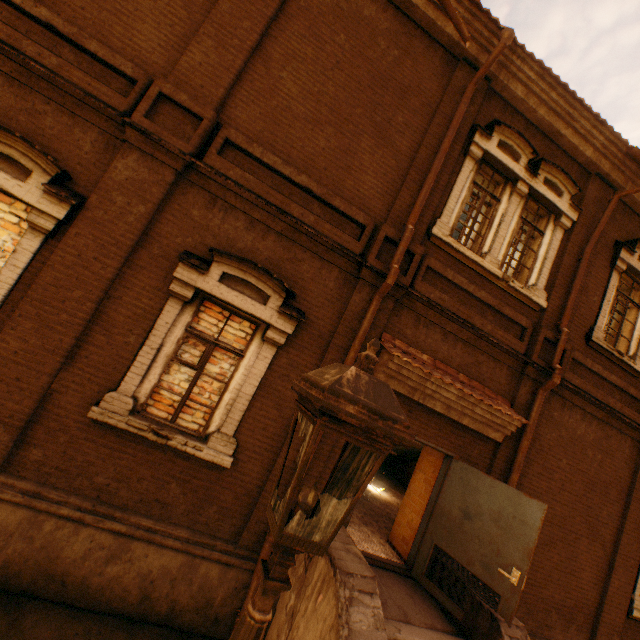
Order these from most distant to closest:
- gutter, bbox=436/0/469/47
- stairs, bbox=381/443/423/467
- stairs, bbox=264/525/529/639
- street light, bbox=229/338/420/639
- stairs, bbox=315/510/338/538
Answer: stairs, bbox=381/443/423/467
gutter, bbox=436/0/469/47
stairs, bbox=315/510/338/538
stairs, bbox=264/525/529/639
street light, bbox=229/338/420/639

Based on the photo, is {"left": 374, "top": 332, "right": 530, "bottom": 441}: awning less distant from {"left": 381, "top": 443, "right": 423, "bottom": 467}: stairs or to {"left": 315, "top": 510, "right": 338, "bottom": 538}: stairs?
{"left": 381, "top": 443, "right": 423, "bottom": 467}: stairs

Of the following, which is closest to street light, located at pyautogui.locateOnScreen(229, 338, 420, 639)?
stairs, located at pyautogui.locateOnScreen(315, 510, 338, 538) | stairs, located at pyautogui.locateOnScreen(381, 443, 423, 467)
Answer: stairs, located at pyautogui.locateOnScreen(315, 510, 338, 538)

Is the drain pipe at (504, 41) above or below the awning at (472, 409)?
above

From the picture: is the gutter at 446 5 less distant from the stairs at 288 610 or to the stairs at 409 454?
the stairs at 409 454

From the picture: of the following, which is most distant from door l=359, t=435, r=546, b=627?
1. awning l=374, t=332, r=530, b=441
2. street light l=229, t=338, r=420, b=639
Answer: street light l=229, t=338, r=420, b=639

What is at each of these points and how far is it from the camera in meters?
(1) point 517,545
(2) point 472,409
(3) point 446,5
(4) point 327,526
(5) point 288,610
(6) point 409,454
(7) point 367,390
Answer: (1) door, 4.7 m
(2) awning, 5.7 m
(3) gutter, 5.2 m
(4) stairs, 4.7 m
(5) stairs, 4.3 m
(6) stairs, 13.1 m
(7) street light, 1.3 m

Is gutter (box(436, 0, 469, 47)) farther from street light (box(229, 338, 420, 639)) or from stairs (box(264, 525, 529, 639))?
stairs (box(264, 525, 529, 639))
